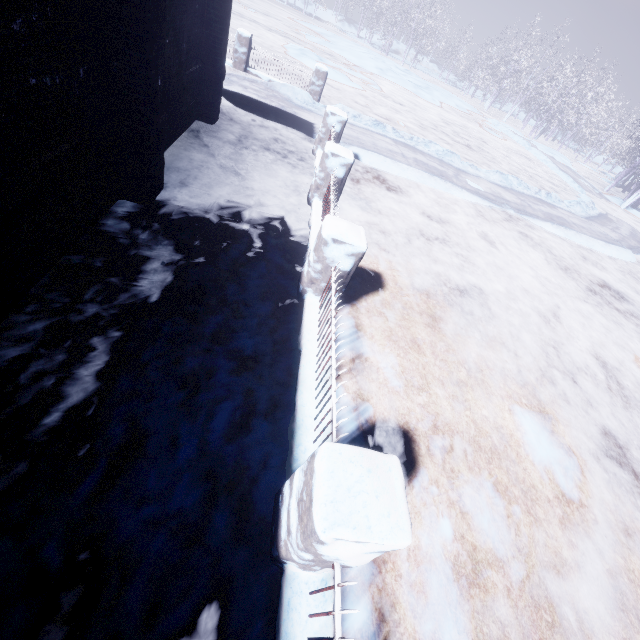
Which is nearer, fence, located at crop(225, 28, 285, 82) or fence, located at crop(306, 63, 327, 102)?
fence, located at crop(225, 28, 285, 82)

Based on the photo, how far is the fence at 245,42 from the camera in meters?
9.3 m

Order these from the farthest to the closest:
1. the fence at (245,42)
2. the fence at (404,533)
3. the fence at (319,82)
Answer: the fence at (319,82) < the fence at (245,42) < the fence at (404,533)

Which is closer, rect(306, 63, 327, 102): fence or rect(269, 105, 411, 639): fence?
rect(269, 105, 411, 639): fence

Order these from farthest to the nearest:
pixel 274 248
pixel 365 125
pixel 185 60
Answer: pixel 365 125 < pixel 185 60 < pixel 274 248

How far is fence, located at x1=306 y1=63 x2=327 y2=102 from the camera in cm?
989

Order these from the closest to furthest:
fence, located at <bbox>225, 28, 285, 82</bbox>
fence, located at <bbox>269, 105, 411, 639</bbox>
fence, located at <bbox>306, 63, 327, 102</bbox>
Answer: fence, located at <bbox>269, 105, 411, 639</bbox>, fence, located at <bbox>225, 28, 285, 82</bbox>, fence, located at <bbox>306, 63, 327, 102</bbox>
